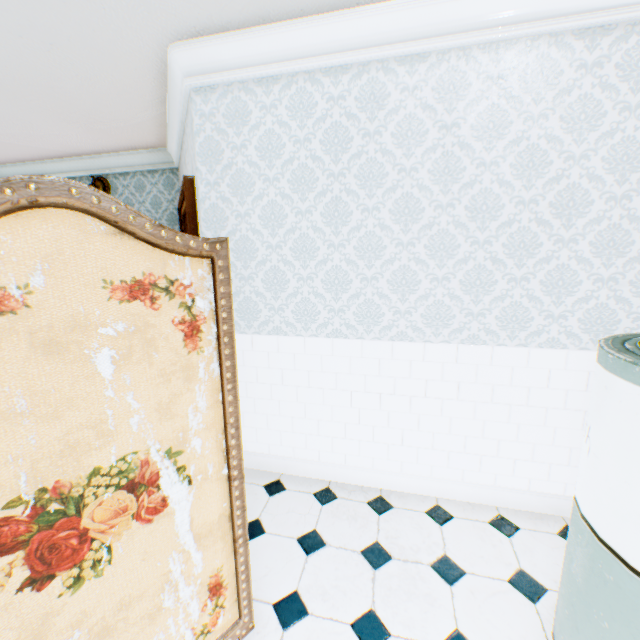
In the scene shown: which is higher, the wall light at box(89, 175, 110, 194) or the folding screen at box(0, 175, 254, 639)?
the wall light at box(89, 175, 110, 194)

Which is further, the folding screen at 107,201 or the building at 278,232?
the building at 278,232

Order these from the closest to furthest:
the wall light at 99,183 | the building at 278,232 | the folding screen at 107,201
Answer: the folding screen at 107,201
the building at 278,232
the wall light at 99,183

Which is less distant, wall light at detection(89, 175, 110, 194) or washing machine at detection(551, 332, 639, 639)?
washing machine at detection(551, 332, 639, 639)

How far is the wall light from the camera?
4.46m

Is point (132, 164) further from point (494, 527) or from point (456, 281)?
point (494, 527)

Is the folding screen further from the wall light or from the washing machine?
the wall light

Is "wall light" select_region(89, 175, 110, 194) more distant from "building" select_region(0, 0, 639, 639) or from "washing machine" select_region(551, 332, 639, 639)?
"washing machine" select_region(551, 332, 639, 639)
